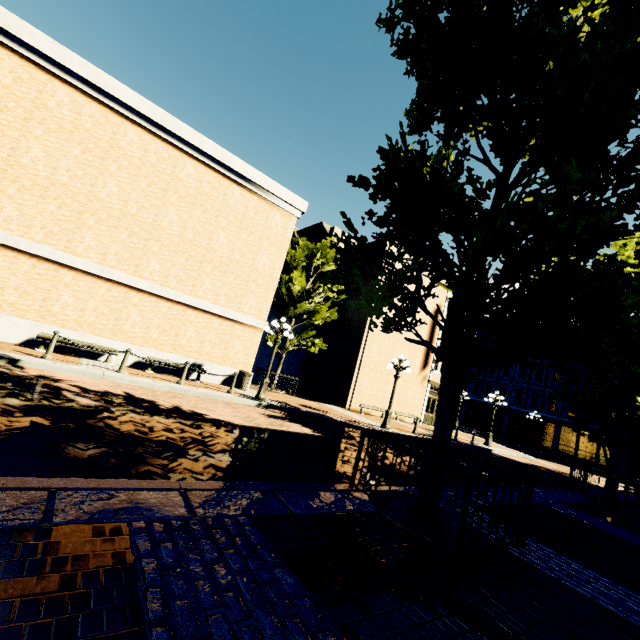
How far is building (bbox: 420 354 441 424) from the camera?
24.5m

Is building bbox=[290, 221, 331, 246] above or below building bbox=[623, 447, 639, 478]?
above

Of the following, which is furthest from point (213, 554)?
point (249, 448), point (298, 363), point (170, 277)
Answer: point (298, 363)

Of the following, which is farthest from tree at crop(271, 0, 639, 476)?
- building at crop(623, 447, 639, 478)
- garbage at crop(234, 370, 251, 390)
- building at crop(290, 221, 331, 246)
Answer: garbage at crop(234, 370, 251, 390)

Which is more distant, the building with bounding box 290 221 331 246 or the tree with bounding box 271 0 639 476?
the building with bounding box 290 221 331 246

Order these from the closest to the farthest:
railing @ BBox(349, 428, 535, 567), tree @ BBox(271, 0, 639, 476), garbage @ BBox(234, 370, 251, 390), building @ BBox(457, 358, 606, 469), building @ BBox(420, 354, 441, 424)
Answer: tree @ BBox(271, 0, 639, 476)
railing @ BBox(349, 428, 535, 567)
garbage @ BBox(234, 370, 251, 390)
building @ BBox(420, 354, 441, 424)
building @ BBox(457, 358, 606, 469)

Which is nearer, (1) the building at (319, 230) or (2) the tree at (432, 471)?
(2) the tree at (432, 471)

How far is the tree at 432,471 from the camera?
4.99m
